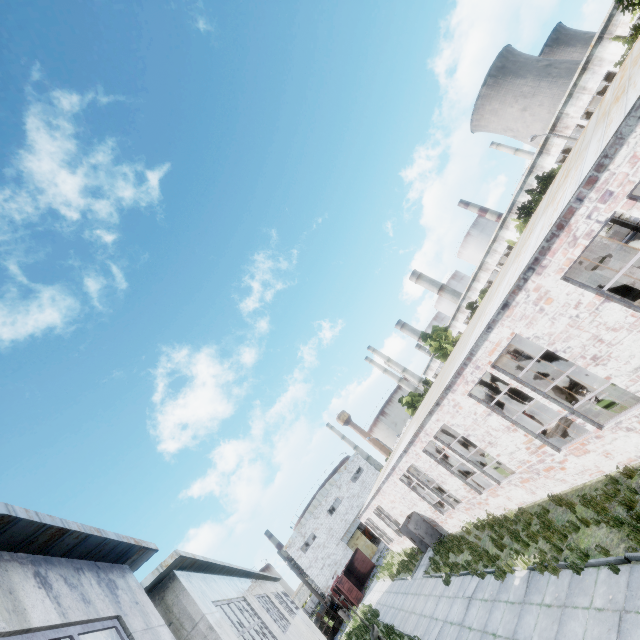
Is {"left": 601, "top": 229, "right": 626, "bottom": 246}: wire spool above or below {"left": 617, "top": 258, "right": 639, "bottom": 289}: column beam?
below

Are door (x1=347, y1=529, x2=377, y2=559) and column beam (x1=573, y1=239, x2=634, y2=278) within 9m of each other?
no

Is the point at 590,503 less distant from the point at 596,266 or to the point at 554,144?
the point at 596,266

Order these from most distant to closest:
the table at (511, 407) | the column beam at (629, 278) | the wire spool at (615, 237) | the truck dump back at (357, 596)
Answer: the truck dump back at (357, 596) < the wire spool at (615, 237) < the table at (511, 407) < the column beam at (629, 278)

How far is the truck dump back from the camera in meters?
35.4

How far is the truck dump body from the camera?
37.4m

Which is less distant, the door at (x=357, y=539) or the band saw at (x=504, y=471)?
the band saw at (x=504, y=471)

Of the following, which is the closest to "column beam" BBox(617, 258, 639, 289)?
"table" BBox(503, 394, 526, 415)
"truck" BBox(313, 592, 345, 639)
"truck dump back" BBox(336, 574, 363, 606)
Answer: "table" BBox(503, 394, 526, 415)
